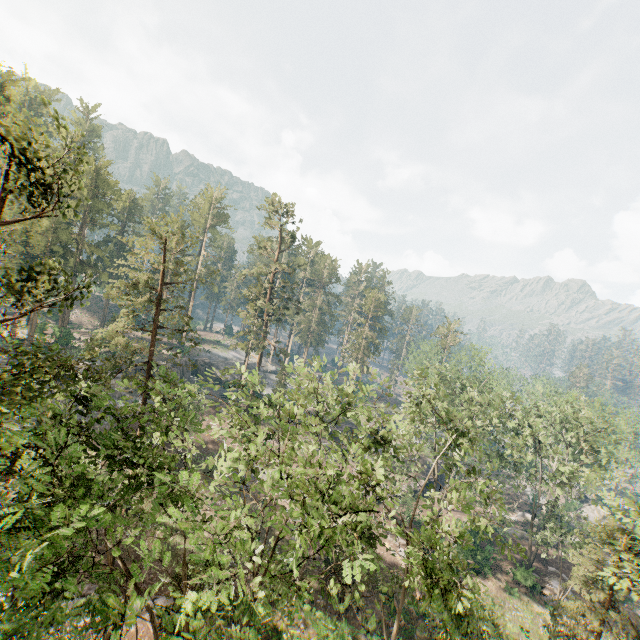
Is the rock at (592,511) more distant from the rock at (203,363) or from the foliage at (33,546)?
the rock at (203,363)

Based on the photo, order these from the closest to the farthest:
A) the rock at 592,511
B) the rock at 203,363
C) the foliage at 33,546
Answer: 1. the foliage at 33,546
2. the rock at 592,511
3. the rock at 203,363

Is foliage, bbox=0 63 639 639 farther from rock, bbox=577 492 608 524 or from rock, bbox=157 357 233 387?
rock, bbox=577 492 608 524

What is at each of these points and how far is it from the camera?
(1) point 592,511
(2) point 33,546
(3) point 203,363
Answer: (1) rock, 52.1 meters
(2) foliage, 7.3 meters
(3) rock, 56.9 meters

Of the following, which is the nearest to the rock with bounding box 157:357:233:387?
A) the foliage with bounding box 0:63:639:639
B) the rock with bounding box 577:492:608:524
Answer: the foliage with bounding box 0:63:639:639

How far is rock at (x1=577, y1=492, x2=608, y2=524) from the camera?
50.4 meters

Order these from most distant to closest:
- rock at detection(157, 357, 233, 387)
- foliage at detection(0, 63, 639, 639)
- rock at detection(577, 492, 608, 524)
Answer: rock at detection(157, 357, 233, 387), rock at detection(577, 492, 608, 524), foliage at detection(0, 63, 639, 639)

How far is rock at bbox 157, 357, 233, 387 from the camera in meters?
51.8
